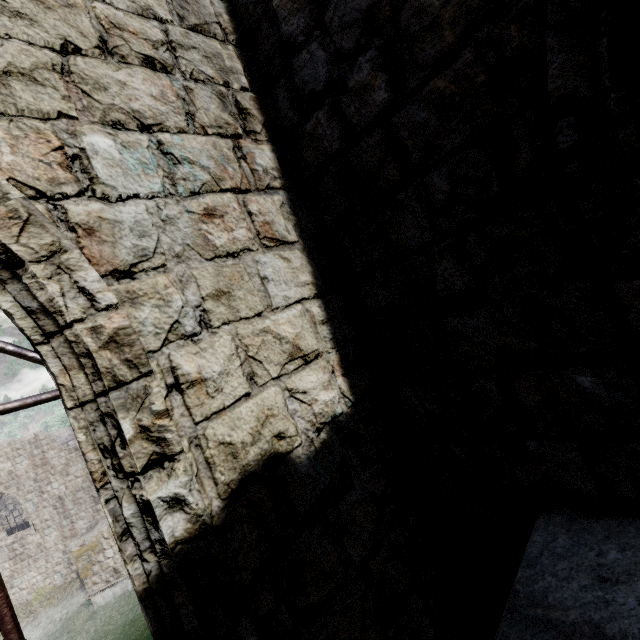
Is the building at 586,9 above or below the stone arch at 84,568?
above

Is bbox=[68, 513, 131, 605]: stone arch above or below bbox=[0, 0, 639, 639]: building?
below

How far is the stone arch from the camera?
18.2m

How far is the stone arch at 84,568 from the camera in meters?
18.2 m

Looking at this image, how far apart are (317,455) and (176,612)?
0.96m

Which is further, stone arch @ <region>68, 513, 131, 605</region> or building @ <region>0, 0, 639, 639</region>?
stone arch @ <region>68, 513, 131, 605</region>
